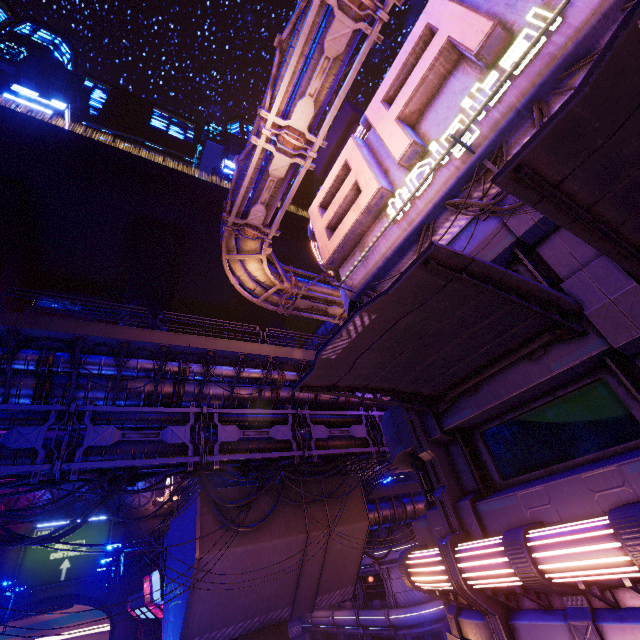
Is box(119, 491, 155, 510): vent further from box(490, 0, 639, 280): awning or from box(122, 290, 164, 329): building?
box(490, 0, 639, 280): awning

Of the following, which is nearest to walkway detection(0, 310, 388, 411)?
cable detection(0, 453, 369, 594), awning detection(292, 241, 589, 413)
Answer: cable detection(0, 453, 369, 594)

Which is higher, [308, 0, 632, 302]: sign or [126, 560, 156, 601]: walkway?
[308, 0, 632, 302]: sign

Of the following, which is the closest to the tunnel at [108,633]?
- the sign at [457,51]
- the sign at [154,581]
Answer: the sign at [154,581]

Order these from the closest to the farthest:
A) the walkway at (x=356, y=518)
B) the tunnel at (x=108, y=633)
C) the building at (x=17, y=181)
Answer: the walkway at (x=356, y=518)
the tunnel at (x=108, y=633)
the building at (x=17, y=181)

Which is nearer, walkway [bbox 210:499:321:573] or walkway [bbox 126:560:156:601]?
walkway [bbox 210:499:321:573]

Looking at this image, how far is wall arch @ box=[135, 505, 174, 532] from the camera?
39.0m

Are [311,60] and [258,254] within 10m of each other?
yes
